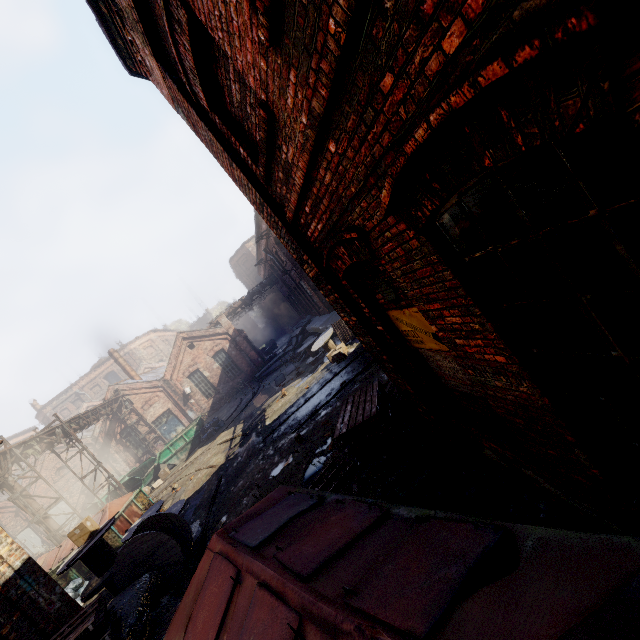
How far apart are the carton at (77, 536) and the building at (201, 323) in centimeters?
5128cm

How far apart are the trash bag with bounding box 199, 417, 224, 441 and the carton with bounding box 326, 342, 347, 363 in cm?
1016

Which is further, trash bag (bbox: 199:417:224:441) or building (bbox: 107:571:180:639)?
trash bag (bbox: 199:417:224:441)

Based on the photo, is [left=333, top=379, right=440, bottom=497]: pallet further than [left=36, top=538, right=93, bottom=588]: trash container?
No

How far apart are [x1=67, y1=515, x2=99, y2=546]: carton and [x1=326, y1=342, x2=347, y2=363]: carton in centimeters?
960cm

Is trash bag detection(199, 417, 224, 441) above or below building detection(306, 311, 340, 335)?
below

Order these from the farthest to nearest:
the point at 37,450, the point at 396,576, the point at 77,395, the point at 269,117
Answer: the point at 77,395, the point at 37,450, the point at 269,117, the point at 396,576

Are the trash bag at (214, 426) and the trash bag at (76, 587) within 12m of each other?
yes
